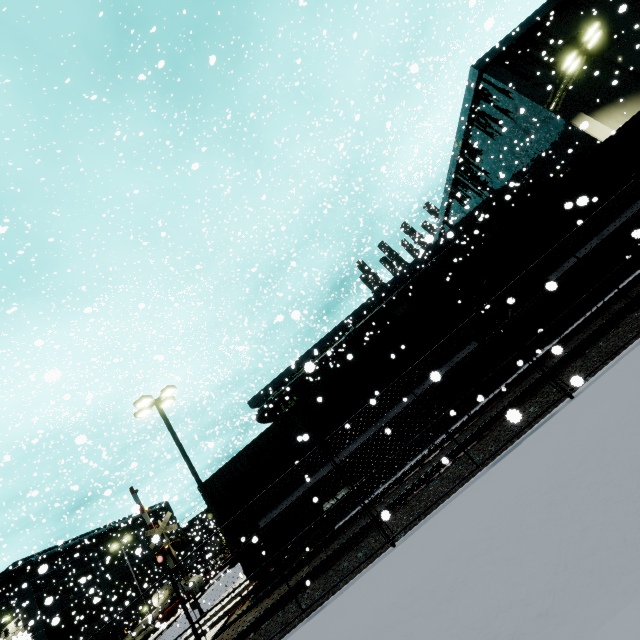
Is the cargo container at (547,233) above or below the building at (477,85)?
below

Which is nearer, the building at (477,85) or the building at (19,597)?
the building at (477,85)

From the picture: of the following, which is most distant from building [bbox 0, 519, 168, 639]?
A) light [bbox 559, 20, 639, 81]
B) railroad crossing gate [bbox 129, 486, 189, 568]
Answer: railroad crossing gate [bbox 129, 486, 189, 568]

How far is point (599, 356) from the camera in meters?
5.8 m

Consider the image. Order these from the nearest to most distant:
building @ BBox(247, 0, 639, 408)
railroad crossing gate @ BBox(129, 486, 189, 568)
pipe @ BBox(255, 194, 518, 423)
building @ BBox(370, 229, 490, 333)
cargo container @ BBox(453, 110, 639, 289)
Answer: cargo container @ BBox(453, 110, 639, 289) → railroad crossing gate @ BBox(129, 486, 189, 568) → building @ BBox(247, 0, 639, 408) → building @ BBox(370, 229, 490, 333) → pipe @ BBox(255, 194, 518, 423)

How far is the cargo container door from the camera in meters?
12.0 m

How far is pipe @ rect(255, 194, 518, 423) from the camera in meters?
28.9

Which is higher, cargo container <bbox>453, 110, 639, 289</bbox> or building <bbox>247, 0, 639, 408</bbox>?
building <bbox>247, 0, 639, 408</bbox>
